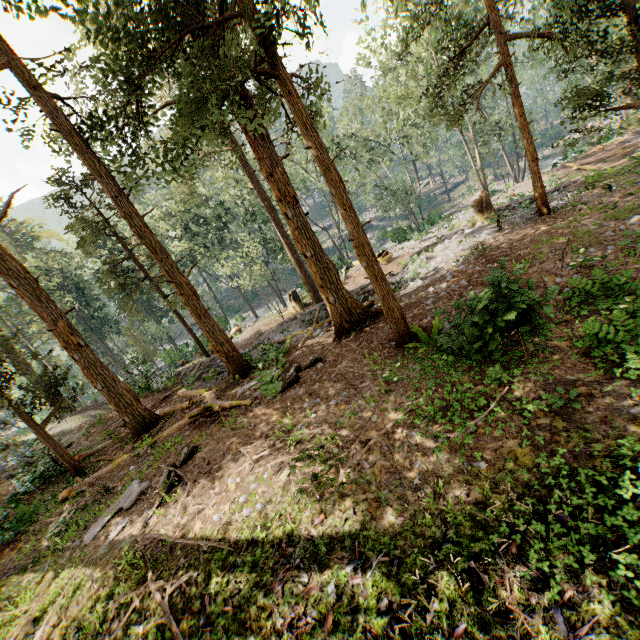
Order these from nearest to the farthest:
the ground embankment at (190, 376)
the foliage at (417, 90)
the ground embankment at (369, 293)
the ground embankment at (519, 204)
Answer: the foliage at (417, 90)
the ground embankment at (519, 204)
the ground embankment at (369, 293)
the ground embankment at (190, 376)

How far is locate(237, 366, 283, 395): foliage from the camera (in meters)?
11.96

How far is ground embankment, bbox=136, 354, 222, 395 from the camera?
18.8m

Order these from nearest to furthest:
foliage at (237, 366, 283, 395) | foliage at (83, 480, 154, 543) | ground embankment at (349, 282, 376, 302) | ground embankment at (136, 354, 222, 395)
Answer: foliage at (83, 480, 154, 543)
foliage at (237, 366, 283, 395)
ground embankment at (349, 282, 376, 302)
ground embankment at (136, 354, 222, 395)

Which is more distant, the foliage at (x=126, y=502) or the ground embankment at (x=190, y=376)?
the ground embankment at (x=190, y=376)

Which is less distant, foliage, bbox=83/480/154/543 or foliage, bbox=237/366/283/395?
foliage, bbox=83/480/154/543

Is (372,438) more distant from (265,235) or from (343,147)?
(343,147)
